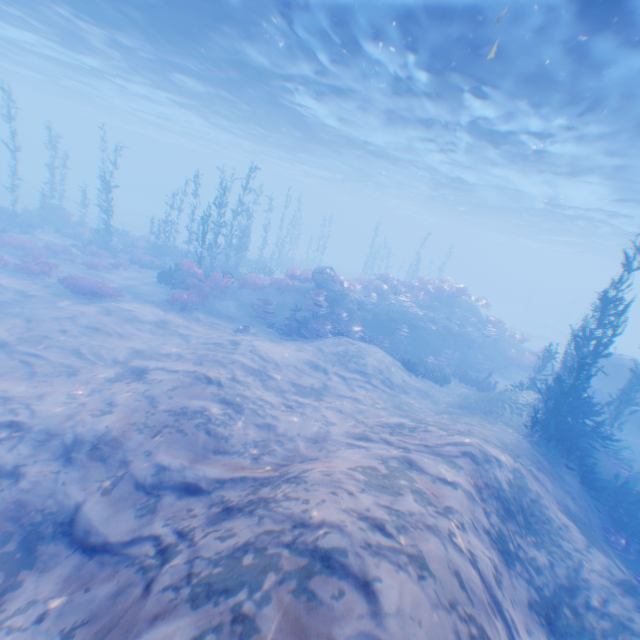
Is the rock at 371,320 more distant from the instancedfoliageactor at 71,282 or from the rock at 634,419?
the instancedfoliageactor at 71,282

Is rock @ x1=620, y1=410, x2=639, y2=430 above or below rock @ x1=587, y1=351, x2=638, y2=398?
below

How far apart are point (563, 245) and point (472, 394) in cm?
4803

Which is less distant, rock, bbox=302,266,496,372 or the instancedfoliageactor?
the instancedfoliageactor

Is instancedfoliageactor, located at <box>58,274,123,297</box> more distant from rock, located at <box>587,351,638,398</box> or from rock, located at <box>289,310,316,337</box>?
rock, located at <box>289,310,316,337</box>

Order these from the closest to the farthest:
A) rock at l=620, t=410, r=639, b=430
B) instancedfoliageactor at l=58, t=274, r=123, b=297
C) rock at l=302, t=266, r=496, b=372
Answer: instancedfoliageactor at l=58, t=274, r=123, b=297
rock at l=620, t=410, r=639, b=430
rock at l=302, t=266, r=496, b=372

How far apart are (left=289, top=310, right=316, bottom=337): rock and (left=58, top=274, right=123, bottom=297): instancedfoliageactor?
8.7m

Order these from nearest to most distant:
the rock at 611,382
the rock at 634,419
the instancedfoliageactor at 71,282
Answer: the instancedfoliageactor at 71,282
the rock at 634,419
the rock at 611,382
